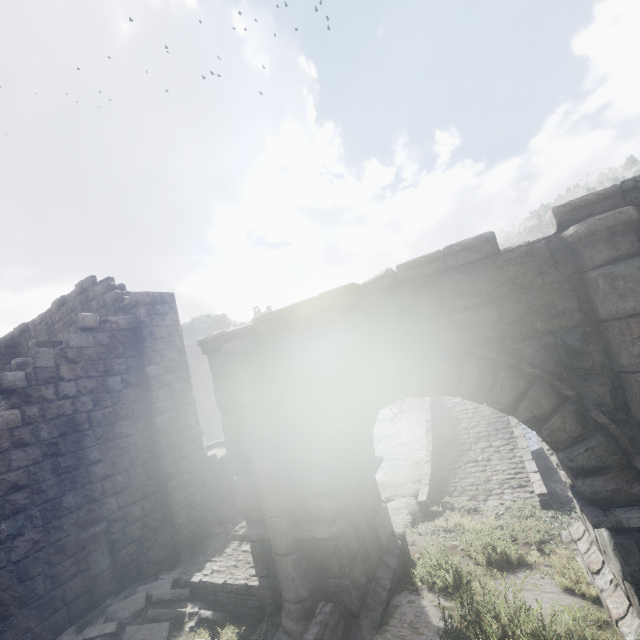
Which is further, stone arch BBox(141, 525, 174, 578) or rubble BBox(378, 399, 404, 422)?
rubble BBox(378, 399, 404, 422)

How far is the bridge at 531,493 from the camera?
11.4m

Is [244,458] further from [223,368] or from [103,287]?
[103,287]

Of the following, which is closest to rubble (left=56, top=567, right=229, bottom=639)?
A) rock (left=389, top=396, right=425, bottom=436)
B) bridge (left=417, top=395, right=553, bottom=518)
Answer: bridge (left=417, top=395, right=553, bottom=518)

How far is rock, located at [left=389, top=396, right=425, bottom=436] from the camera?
25.6 meters

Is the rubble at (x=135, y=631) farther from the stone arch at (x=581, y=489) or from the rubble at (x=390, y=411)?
the rubble at (x=390, y=411)

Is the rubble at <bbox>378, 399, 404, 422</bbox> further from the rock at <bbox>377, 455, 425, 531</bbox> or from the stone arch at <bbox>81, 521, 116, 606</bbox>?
the rock at <bbox>377, 455, 425, 531</bbox>

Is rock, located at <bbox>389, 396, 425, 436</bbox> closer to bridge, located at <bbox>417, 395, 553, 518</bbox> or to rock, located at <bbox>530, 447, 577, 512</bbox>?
bridge, located at <bbox>417, 395, 553, 518</bbox>
